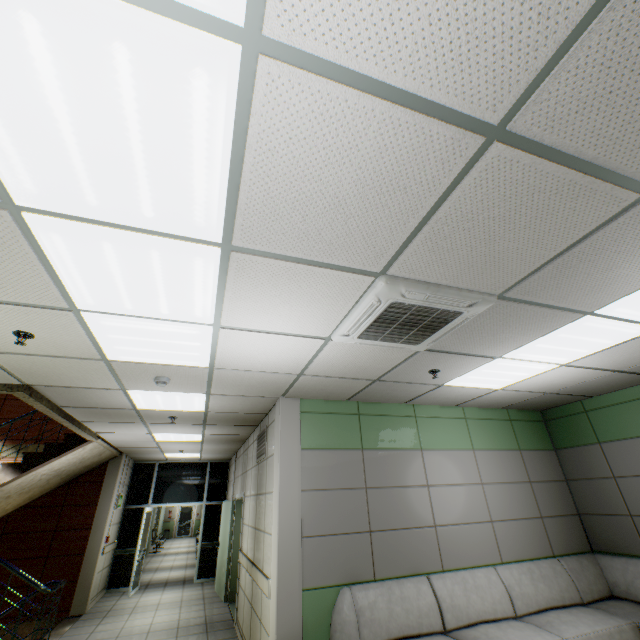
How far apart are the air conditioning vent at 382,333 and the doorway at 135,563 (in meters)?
9.41

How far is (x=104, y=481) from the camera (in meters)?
8.20

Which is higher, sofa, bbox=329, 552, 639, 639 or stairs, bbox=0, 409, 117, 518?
stairs, bbox=0, 409, 117, 518

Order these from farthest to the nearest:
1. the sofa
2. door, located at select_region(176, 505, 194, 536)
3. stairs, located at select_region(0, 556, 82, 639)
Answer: door, located at select_region(176, 505, 194, 536) < stairs, located at select_region(0, 556, 82, 639) < the sofa

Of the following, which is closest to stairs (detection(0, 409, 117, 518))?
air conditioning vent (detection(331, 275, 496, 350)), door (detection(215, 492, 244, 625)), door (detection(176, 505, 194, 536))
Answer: door (detection(215, 492, 244, 625))

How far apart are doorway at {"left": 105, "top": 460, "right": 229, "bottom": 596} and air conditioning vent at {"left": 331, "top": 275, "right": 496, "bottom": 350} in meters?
9.4

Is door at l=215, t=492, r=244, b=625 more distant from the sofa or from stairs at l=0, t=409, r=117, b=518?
the sofa

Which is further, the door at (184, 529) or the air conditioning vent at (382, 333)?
the door at (184, 529)
